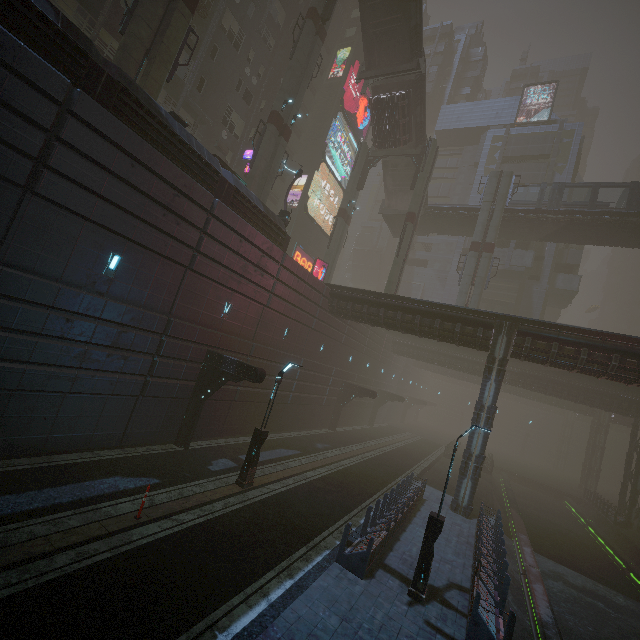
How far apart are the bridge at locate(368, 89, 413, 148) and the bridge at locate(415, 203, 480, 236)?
7.65m

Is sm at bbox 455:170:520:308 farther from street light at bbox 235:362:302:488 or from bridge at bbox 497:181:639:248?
street light at bbox 235:362:302:488

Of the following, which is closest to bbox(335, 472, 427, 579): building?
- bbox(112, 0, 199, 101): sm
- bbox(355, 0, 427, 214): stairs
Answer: bbox(112, 0, 199, 101): sm

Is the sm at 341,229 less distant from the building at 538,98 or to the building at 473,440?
the building at 473,440

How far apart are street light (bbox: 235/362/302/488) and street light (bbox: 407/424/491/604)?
6.7 meters

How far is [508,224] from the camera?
34.62m

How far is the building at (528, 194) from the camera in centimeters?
4112cm

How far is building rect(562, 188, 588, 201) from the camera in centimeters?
4291cm
